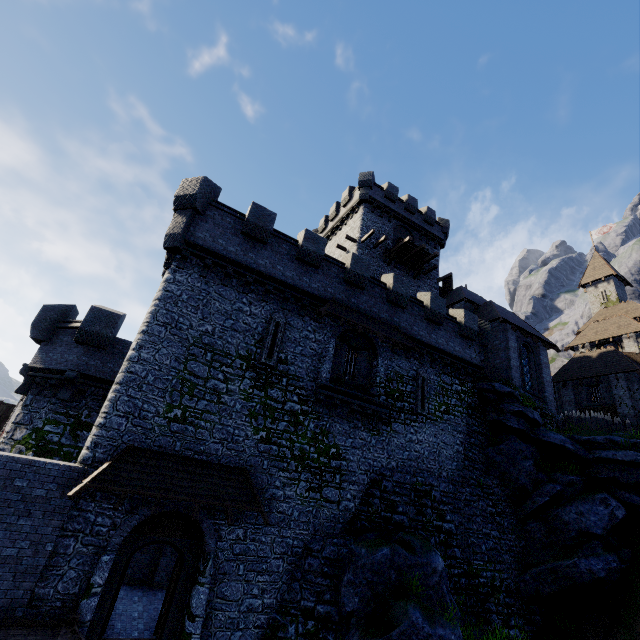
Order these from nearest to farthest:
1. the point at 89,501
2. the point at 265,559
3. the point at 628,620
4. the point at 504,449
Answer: Result:
1. the point at 89,501
2. the point at 265,559
3. the point at 628,620
4. the point at 504,449

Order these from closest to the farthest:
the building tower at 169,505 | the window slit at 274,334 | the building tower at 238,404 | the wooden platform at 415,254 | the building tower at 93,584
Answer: the building tower at 93,584 < the building tower at 169,505 < the building tower at 238,404 < the window slit at 274,334 < the wooden platform at 415,254

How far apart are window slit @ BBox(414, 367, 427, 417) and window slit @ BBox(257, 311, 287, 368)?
8.3 meters

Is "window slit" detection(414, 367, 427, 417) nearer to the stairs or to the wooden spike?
the wooden spike

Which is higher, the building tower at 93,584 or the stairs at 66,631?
the building tower at 93,584

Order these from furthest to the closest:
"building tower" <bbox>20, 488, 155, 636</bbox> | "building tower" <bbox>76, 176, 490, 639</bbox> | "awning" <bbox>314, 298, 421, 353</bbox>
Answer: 1. "awning" <bbox>314, 298, 421, 353</bbox>
2. "building tower" <bbox>76, 176, 490, 639</bbox>
3. "building tower" <bbox>20, 488, 155, 636</bbox>

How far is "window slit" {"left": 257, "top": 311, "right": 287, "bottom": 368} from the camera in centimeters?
1451cm

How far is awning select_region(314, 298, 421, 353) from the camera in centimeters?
1598cm
